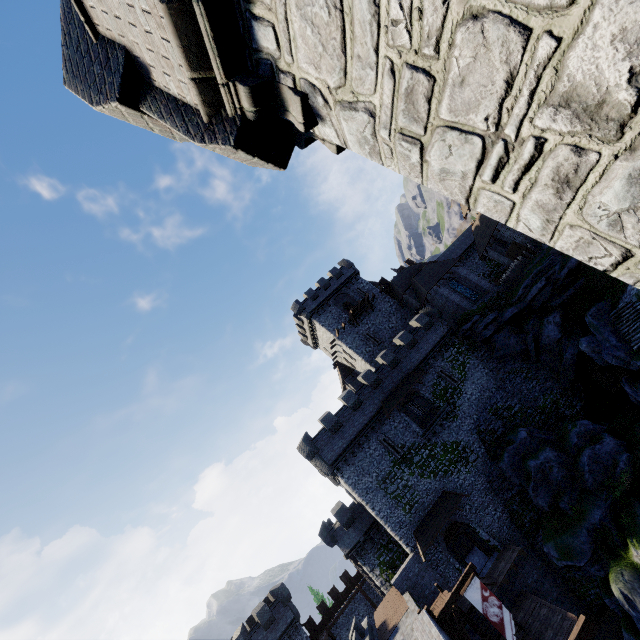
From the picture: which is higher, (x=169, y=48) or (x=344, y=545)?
(x=169, y=48)

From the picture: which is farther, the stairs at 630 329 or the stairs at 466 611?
the stairs at 630 329

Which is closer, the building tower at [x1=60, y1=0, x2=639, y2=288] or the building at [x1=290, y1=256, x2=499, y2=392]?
the building tower at [x1=60, y1=0, x2=639, y2=288]

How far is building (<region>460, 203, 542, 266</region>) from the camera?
38.00m

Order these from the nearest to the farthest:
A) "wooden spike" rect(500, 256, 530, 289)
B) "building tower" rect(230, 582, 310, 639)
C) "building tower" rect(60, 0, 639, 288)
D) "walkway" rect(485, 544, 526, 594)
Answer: "building tower" rect(60, 0, 639, 288) → "walkway" rect(485, 544, 526, 594) → "building tower" rect(230, 582, 310, 639) → "wooden spike" rect(500, 256, 530, 289)

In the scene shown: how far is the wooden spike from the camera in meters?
36.1 m

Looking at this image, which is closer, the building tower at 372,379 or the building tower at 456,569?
the building tower at 456,569

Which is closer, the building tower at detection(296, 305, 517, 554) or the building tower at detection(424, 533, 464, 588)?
the building tower at detection(424, 533, 464, 588)
